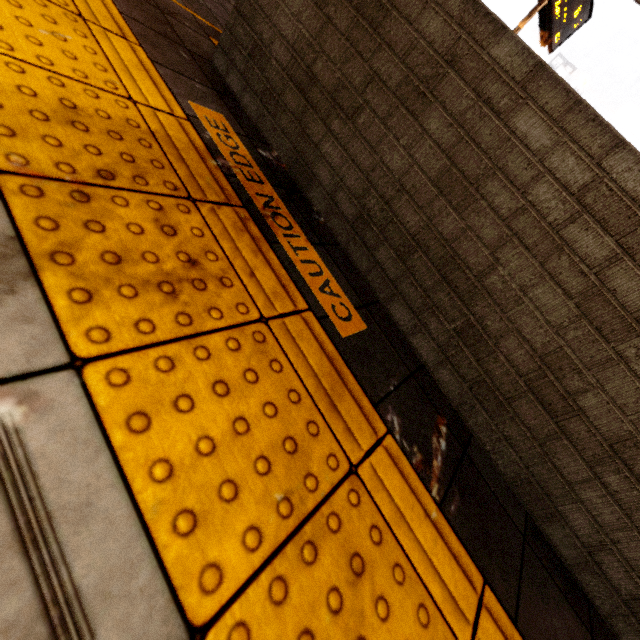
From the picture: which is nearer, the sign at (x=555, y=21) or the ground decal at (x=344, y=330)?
the ground decal at (x=344, y=330)

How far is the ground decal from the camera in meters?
1.3 m

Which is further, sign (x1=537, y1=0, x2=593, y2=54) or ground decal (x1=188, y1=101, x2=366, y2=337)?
sign (x1=537, y1=0, x2=593, y2=54)

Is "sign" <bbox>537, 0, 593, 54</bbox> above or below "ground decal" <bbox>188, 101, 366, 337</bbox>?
above

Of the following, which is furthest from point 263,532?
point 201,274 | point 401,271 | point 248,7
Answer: point 248,7

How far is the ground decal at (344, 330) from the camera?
1.3 meters
